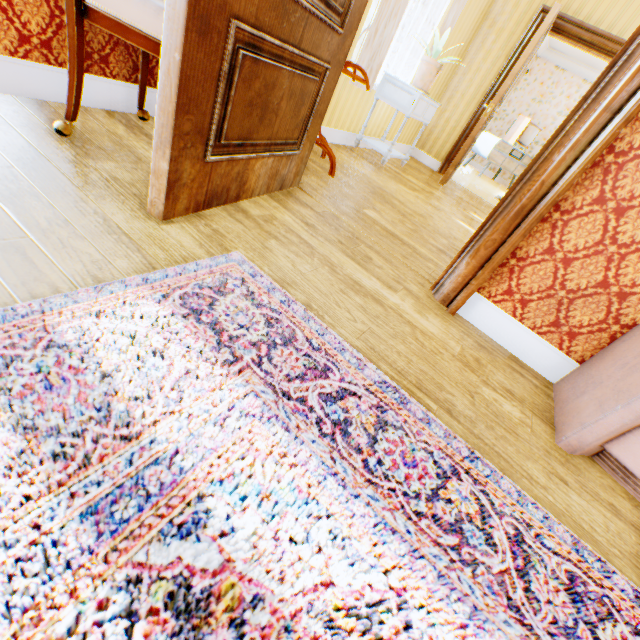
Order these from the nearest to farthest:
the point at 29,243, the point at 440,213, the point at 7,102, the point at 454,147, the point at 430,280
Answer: the point at 29,243 < the point at 7,102 < the point at 430,280 < the point at 440,213 < the point at 454,147

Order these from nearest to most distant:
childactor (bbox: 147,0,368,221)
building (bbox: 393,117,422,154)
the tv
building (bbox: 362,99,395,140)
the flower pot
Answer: childactor (bbox: 147,0,368,221) < the flower pot < building (bbox: 362,99,395,140) < building (bbox: 393,117,422,154) < the tv

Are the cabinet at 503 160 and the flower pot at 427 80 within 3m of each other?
no

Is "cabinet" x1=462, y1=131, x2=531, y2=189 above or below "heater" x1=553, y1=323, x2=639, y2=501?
above

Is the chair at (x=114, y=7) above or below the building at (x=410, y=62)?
below

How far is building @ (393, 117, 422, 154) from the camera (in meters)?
5.33

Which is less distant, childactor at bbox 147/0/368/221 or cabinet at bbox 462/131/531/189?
childactor at bbox 147/0/368/221

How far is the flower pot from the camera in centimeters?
360cm
